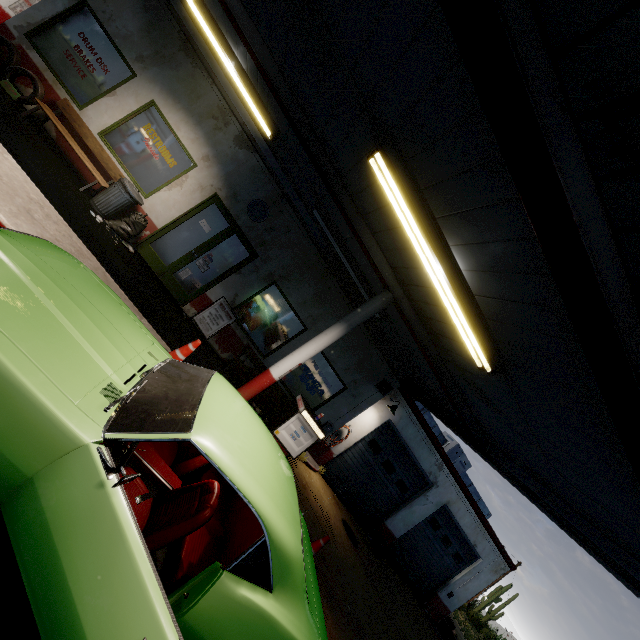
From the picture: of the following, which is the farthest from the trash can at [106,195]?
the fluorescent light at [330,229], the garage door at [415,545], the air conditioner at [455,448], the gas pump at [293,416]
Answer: the garage door at [415,545]

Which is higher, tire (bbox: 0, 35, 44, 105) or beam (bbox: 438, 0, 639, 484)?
beam (bbox: 438, 0, 639, 484)

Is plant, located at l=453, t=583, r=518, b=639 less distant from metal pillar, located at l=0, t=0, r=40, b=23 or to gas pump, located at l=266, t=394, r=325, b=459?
gas pump, located at l=266, t=394, r=325, b=459

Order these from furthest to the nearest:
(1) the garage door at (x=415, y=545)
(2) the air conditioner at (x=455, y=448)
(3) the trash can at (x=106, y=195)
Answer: (2) the air conditioner at (x=455, y=448), (1) the garage door at (x=415, y=545), (3) the trash can at (x=106, y=195)

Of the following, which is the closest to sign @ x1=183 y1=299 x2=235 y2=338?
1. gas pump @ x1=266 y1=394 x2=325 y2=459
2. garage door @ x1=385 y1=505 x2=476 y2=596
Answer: gas pump @ x1=266 y1=394 x2=325 y2=459

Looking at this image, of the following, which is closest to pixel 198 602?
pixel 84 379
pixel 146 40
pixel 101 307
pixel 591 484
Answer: pixel 84 379

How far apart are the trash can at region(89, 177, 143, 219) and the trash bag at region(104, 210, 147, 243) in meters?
0.0

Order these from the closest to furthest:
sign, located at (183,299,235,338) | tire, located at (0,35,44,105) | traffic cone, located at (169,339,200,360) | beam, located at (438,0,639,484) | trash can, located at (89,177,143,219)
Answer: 1. beam, located at (438,0,639,484)
2. traffic cone, located at (169,339,200,360)
3. tire, located at (0,35,44,105)
4. trash can, located at (89,177,143,219)
5. sign, located at (183,299,235,338)
